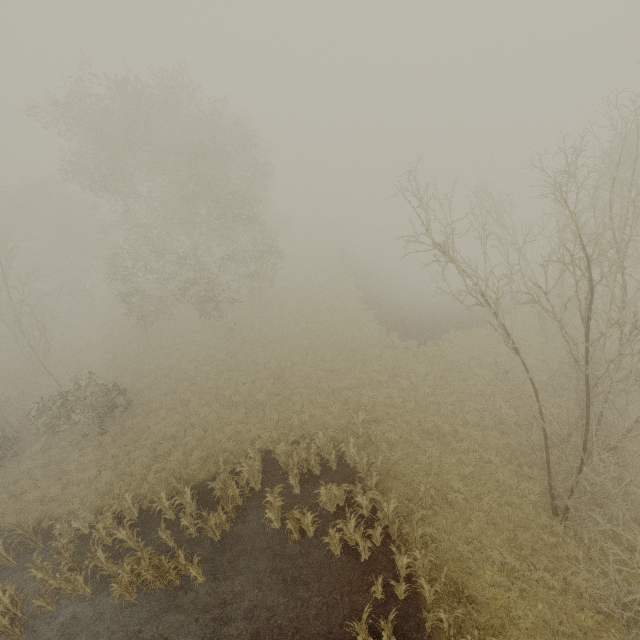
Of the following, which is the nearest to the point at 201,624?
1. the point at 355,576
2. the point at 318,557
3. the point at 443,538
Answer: the point at 318,557

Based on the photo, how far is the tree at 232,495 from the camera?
12.2m

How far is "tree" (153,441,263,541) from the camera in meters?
12.2 m
